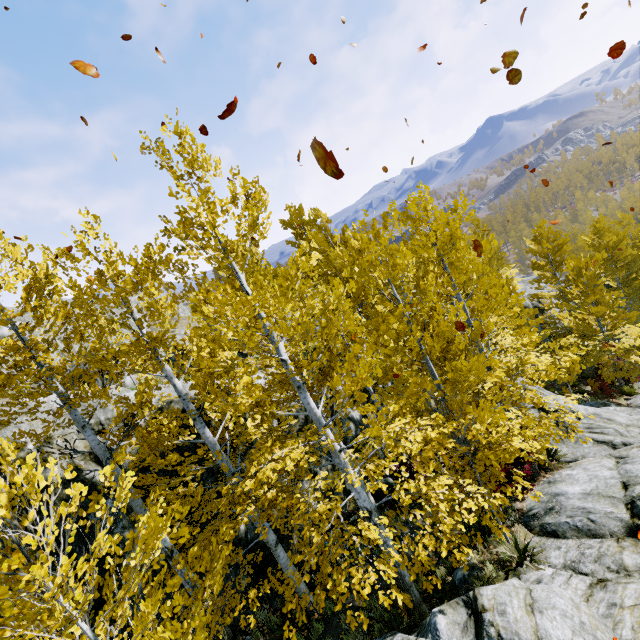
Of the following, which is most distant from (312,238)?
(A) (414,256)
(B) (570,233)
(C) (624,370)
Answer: (B) (570,233)

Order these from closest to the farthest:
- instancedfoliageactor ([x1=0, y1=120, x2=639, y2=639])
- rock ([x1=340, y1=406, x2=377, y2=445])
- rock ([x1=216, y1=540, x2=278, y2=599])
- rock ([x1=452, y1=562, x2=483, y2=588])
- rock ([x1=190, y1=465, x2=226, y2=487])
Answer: instancedfoliageactor ([x1=0, y1=120, x2=639, y2=639]), rock ([x1=452, y1=562, x2=483, y2=588]), rock ([x1=216, y1=540, x2=278, y2=599]), rock ([x1=190, y1=465, x2=226, y2=487]), rock ([x1=340, y1=406, x2=377, y2=445])

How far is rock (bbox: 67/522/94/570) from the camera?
6.3 meters

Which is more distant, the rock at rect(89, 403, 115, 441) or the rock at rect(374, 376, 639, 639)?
the rock at rect(89, 403, 115, 441)

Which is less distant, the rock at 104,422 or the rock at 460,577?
the rock at 460,577

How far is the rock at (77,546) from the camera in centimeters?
633cm
